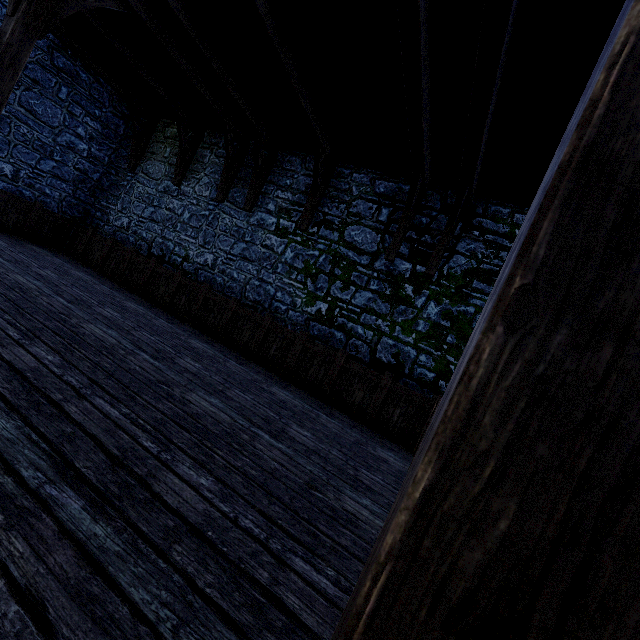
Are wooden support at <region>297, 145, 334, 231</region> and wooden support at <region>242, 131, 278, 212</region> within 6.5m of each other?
yes

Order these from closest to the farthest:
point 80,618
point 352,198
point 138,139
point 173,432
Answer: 1. point 80,618
2. point 173,432
3. point 352,198
4. point 138,139

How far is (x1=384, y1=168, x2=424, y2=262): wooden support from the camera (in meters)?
6.15

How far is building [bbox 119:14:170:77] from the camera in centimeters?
624cm

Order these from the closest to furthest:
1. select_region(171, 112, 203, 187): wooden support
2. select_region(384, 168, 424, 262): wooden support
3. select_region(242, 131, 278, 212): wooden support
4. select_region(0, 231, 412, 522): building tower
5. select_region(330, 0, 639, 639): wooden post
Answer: select_region(330, 0, 639, 639): wooden post
select_region(0, 231, 412, 522): building tower
select_region(384, 168, 424, 262): wooden support
select_region(242, 131, 278, 212): wooden support
select_region(171, 112, 203, 187): wooden support

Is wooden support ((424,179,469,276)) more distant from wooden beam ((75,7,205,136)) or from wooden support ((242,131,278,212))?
wooden beam ((75,7,205,136))

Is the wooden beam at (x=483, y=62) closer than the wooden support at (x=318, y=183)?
Yes

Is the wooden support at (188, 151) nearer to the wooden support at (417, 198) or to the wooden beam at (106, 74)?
the wooden beam at (106, 74)
